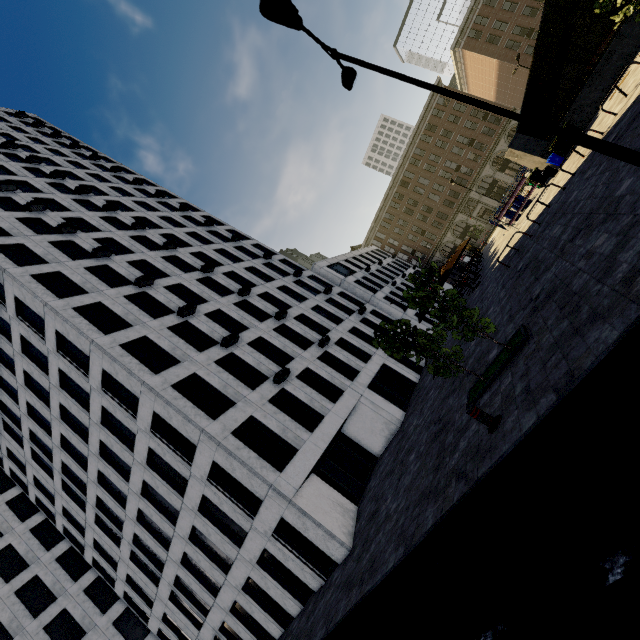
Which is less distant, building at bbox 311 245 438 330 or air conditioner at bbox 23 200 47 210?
air conditioner at bbox 23 200 47 210

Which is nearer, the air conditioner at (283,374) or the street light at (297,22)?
the street light at (297,22)

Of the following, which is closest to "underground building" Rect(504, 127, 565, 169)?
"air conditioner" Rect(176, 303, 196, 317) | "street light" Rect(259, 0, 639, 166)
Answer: "street light" Rect(259, 0, 639, 166)

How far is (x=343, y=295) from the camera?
35.22m

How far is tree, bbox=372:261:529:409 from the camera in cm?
802

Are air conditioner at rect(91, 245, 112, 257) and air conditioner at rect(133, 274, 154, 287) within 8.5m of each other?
yes

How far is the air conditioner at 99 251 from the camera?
22.3 meters

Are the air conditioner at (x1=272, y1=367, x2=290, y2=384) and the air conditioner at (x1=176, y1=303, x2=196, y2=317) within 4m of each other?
no
